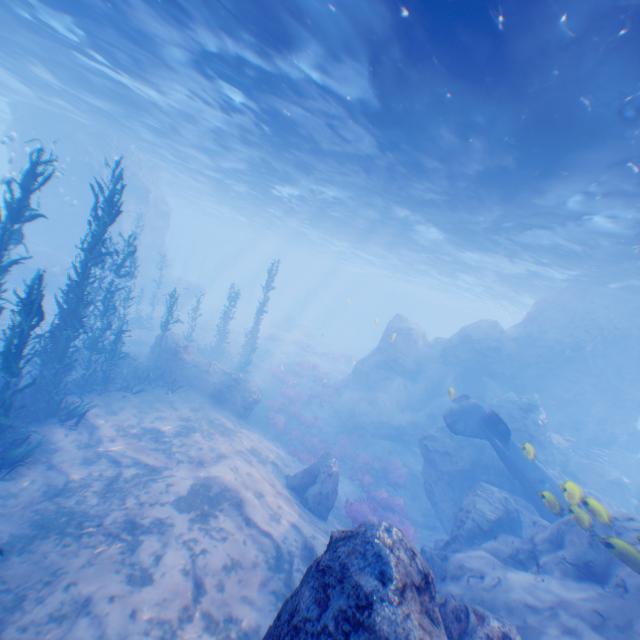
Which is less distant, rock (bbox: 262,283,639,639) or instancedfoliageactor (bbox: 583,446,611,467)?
rock (bbox: 262,283,639,639)

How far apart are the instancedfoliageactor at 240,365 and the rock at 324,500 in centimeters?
1243cm

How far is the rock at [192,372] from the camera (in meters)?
16.77

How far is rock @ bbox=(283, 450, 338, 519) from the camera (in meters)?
11.06

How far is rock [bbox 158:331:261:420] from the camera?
16.8m

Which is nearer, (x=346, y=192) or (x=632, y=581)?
(x=632, y=581)

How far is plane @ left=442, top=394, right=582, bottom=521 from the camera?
7.6 meters

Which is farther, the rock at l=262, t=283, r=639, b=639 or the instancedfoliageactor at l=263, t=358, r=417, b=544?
the instancedfoliageactor at l=263, t=358, r=417, b=544
